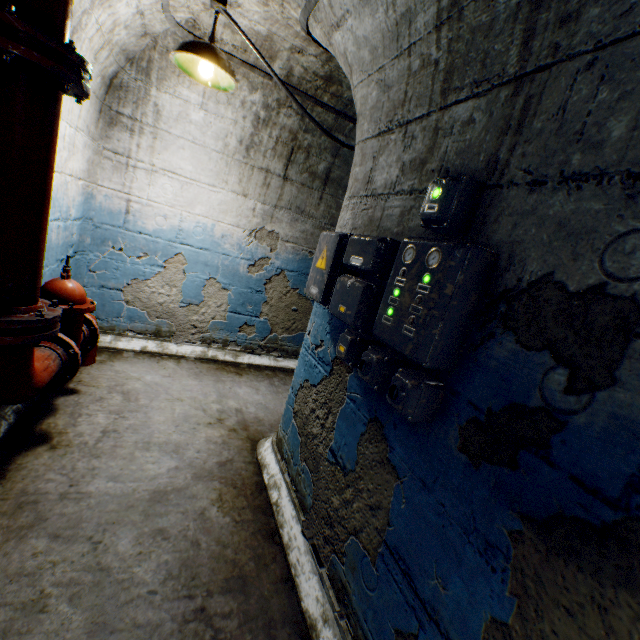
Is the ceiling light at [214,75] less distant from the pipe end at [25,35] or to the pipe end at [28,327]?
the pipe end at [25,35]

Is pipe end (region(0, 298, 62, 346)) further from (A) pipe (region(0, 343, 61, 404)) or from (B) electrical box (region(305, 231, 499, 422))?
(B) electrical box (region(305, 231, 499, 422))

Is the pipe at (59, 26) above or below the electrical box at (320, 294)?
above

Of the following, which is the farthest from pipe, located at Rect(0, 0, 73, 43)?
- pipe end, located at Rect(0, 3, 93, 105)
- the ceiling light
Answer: the ceiling light

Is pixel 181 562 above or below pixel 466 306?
below

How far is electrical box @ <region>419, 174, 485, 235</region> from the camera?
1.0 meters

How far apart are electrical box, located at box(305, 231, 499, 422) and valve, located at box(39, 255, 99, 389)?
1.9 meters
